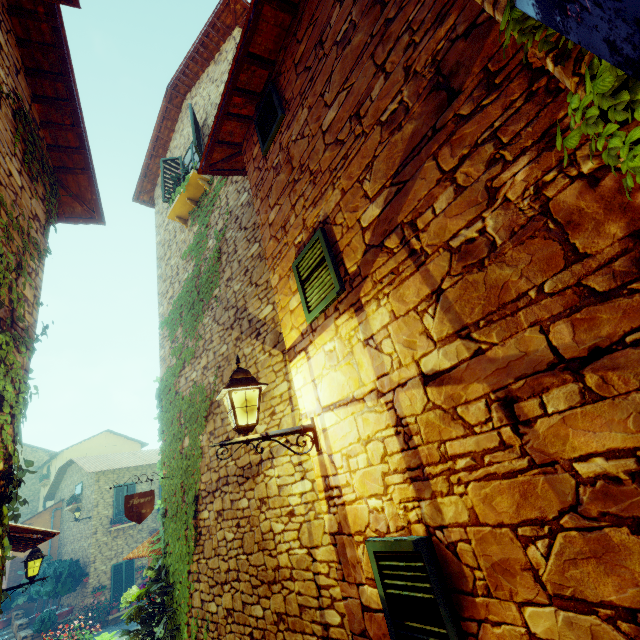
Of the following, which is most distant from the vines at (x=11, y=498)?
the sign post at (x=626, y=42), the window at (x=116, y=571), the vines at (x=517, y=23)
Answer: the window at (x=116, y=571)

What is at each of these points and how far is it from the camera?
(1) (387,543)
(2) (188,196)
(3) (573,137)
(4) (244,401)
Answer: (1) window, 2.1m
(2) window sill, 7.5m
(3) vines, 1.3m
(4) sign post, 2.7m

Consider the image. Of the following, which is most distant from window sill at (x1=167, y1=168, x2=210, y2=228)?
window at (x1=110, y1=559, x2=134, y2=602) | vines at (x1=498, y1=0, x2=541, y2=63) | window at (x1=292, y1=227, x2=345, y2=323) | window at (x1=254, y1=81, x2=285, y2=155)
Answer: window at (x1=110, y1=559, x2=134, y2=602)

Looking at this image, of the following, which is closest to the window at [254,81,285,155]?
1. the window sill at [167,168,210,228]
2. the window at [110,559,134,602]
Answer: the window sill at [167,168,210,228]

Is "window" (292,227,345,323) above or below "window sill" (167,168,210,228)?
below

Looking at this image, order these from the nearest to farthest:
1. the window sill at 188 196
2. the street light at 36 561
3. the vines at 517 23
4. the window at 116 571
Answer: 1. the vines at 517 23
2. the street light at 36 561
3. the window sill at 188 196
4. the window at 116 571

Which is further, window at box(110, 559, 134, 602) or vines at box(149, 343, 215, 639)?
window at box(110, 559, 134, 602)

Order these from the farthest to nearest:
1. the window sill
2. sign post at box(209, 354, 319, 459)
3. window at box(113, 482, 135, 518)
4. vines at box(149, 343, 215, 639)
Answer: window at box(113, 482, 135, 518) → the window sill → vines at box(149, 343, 215, 639) → sign post at box(209, 354, 319, 459)
